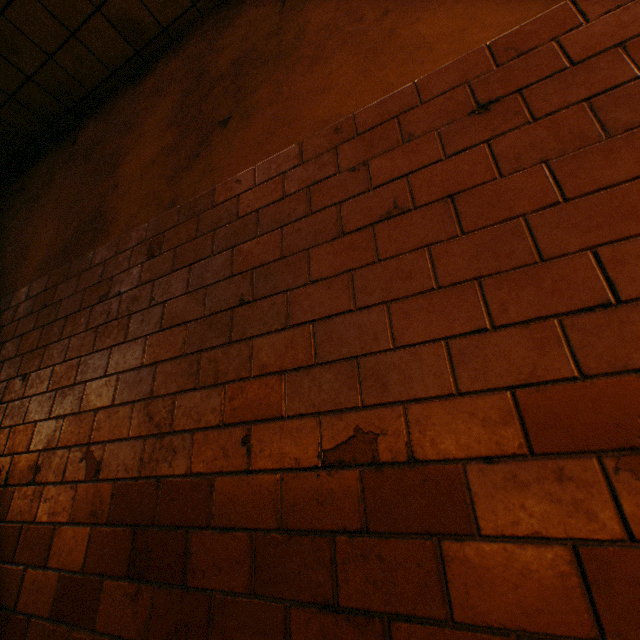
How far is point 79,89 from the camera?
3.00m
